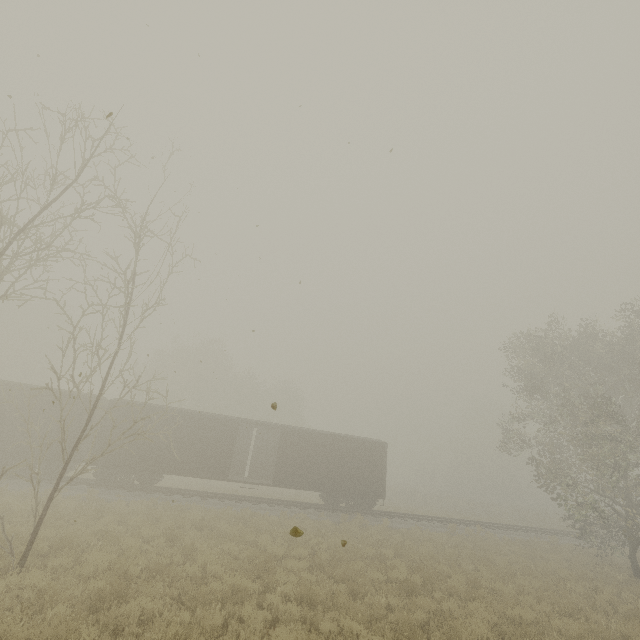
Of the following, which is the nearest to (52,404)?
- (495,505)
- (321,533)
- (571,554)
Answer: (321,533)

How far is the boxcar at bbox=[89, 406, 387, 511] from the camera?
19.0 meters

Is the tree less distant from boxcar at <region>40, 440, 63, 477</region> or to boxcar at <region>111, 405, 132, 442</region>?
boxcar at <region>111, 405, 132, 442</region>

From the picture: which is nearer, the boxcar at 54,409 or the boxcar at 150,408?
the boxcar at 54,409

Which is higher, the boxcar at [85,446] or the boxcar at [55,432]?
the boxcar at [55,432]

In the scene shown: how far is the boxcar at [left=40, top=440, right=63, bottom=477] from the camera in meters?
17.7
